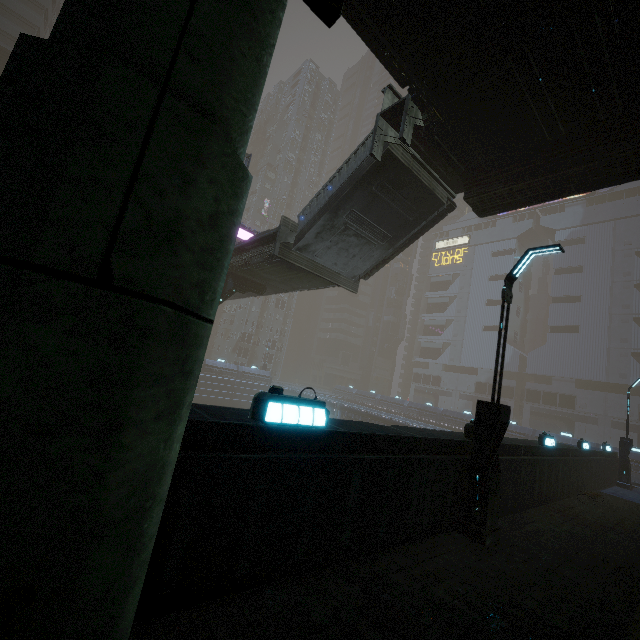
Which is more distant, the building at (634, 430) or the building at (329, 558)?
the building at (634, 430)

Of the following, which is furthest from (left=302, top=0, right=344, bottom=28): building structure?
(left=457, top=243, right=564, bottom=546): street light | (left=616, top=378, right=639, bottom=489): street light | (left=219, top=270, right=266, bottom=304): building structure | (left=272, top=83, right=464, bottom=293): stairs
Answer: (left=616, top=378, right=639, bottom=489): street light

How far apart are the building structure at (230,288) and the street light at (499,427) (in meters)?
15.21

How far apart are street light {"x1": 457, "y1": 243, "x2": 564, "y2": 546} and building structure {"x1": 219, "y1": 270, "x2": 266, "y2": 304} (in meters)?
15.21

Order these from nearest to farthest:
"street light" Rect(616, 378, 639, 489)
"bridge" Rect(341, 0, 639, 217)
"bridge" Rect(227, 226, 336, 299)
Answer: "bridge" Rect(341, 0, 639, 217), "bridge" Rect(227, 226, 336, 299), "street light" Rect(616, 378, 639, 489)

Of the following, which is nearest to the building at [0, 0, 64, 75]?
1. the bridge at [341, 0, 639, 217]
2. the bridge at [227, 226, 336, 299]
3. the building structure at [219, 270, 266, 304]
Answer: the bridge at [341, 0, 639, 217]

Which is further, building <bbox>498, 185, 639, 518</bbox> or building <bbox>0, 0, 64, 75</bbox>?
building <bbox>0, 0, 64, 75</bbox>

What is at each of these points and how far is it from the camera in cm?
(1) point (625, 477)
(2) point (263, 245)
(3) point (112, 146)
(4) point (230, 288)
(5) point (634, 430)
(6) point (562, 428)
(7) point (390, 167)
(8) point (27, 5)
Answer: (1) street light, 1962
(2) bridge, 1664
(3) sm, 92
(4) building structure, 1980
(5) building, 5062
(6) building, 5731
(7) stairs, 1234
(8) building, 3978
